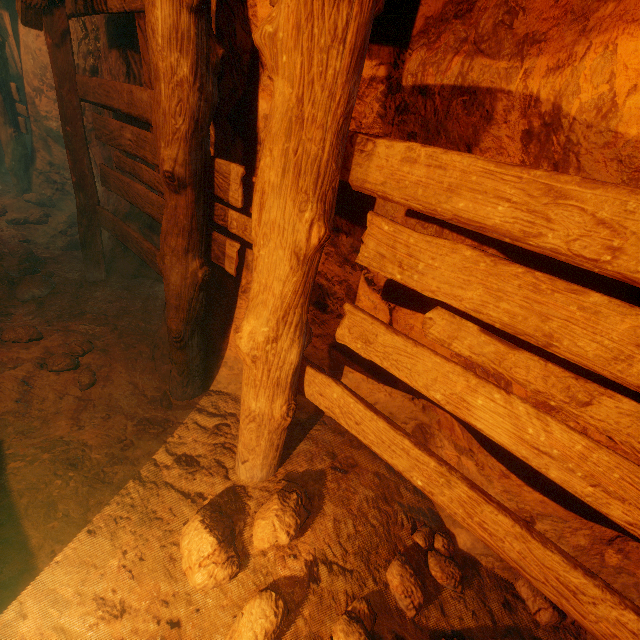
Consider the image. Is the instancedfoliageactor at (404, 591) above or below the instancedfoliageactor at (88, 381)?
below

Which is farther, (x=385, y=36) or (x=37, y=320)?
(x=37, y=320)

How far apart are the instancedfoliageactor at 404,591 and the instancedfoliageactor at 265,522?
0.63m

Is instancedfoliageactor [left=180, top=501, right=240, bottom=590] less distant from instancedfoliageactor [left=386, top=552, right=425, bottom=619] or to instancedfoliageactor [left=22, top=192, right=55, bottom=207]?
instancedfoliageactor [left=386, top=552, right=425, bottom=619]

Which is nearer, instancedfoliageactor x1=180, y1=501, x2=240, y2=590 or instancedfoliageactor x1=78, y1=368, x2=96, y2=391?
instancedfoliageactor x1=180, y1=501, x2=240, y2=590

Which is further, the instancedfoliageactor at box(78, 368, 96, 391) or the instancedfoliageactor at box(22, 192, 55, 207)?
the instancedfoliageactor at box(22, 192, 55, 207)

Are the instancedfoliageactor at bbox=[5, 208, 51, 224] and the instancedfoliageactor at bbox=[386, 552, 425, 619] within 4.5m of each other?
no

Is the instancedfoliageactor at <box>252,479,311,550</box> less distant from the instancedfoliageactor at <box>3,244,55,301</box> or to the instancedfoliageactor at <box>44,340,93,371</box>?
the instancedfoliageactor at <box>44,340,93,371</box>
